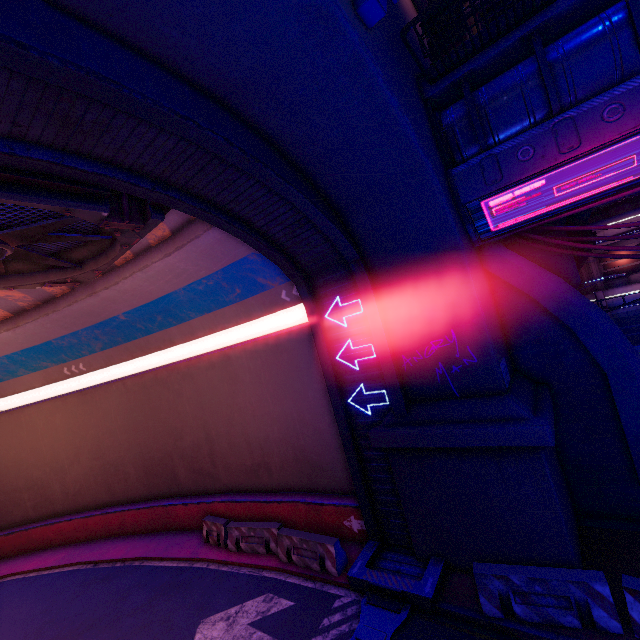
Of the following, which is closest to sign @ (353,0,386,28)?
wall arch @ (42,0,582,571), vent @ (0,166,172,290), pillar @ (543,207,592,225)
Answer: wall arch @ (42,0,582,571)

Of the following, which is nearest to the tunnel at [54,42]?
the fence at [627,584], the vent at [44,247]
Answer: the vent at [44,247]

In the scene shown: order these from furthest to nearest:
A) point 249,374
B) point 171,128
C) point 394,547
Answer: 1. point 249,374
2. point 394,547
3. point 171,128

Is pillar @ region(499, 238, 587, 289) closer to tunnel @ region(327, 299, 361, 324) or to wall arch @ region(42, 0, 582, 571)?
wall arch @ region(42, 0, 582, 571)

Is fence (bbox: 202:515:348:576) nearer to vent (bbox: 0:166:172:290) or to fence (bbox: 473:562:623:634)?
fence (bbox: 473:562:623:634)

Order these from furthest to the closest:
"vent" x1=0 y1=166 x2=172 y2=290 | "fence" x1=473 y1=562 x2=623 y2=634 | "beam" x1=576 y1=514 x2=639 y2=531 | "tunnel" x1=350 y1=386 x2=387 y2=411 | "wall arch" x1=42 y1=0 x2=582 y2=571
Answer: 1. "tunnel" x1=350 y1=386 x2=387 y2=411
2. "beam" x1=576 y1=514 x2=639 y2=531
3. "fence" x1=473 y1=562 x2=623 y2=634
4. "vent" x1=0 y1=166 x2=172 y2=290
5. "wall arch" x1=42 y1=0 x2=582 y2=571

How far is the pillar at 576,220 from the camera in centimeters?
999cm

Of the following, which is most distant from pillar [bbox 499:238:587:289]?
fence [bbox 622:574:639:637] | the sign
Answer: the sign
